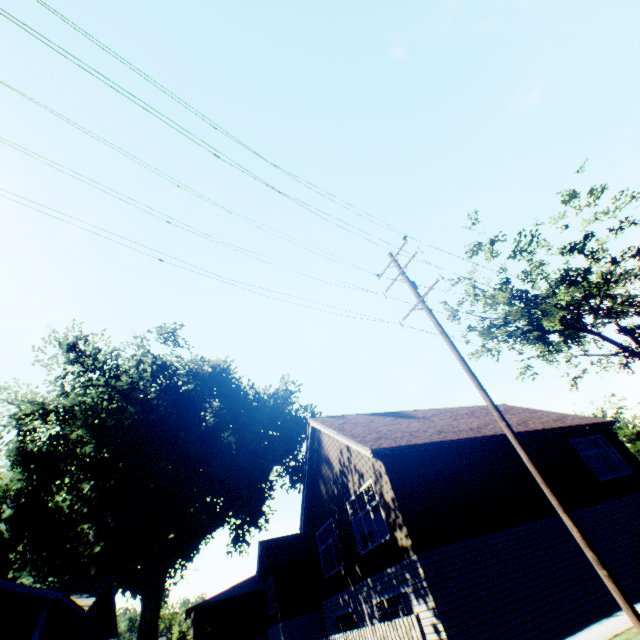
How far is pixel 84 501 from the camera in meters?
23.6

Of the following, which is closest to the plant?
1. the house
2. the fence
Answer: the house

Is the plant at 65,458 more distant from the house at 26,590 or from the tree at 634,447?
the tree at 634,447

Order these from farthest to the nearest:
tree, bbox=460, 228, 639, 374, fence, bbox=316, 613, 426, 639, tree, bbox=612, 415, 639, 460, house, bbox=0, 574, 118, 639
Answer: tree, bbox=612, 415, 639, 460 < tree, bbox=460, 228, 639, 374 < house, bbox=0, 574, 118, 639 < fence, bbox=316, 613, 426, 639

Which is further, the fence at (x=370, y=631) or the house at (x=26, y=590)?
the house at (x=26, y=590)

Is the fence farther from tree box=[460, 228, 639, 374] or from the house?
tree box=[460, 228, 639, 374]

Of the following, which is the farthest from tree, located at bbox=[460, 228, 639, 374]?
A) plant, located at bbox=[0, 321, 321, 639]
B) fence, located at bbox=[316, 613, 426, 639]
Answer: fence, located at bbox=[316, 613, 426, 639]
